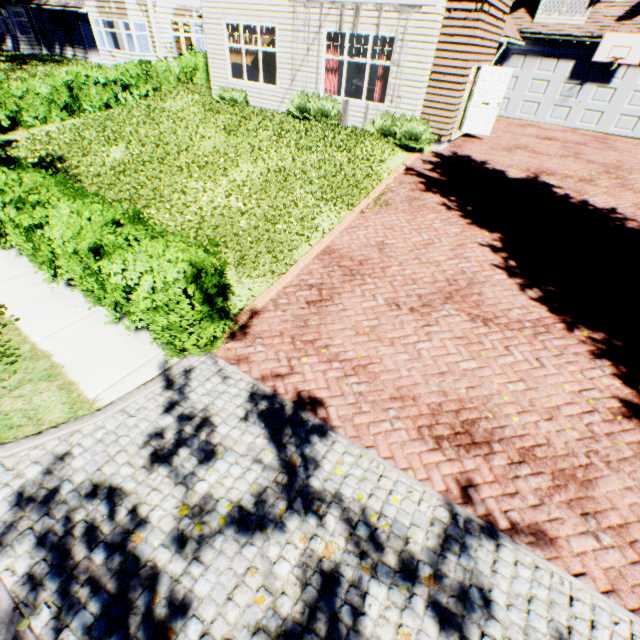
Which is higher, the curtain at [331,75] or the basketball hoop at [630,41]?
the basketball hoop at [630,41]

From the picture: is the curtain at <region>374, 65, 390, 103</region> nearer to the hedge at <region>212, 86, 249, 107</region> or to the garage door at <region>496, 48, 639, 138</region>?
the hedge at <region>212, 86, 249, 107</region>

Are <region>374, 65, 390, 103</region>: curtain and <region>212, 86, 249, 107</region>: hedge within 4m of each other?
no

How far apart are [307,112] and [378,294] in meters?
10.2 m

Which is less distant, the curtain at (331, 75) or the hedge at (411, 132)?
the hedge at (411, 132)

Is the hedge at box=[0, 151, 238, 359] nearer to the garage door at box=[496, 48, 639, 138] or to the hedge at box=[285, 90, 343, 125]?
the hedge at box=[285, 90, 343, 125]

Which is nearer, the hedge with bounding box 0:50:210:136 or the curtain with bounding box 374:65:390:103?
the curtain with bounding box 374:65:390:103

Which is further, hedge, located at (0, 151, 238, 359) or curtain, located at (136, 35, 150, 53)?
curtain, located at (136, 35, 150, 53)
